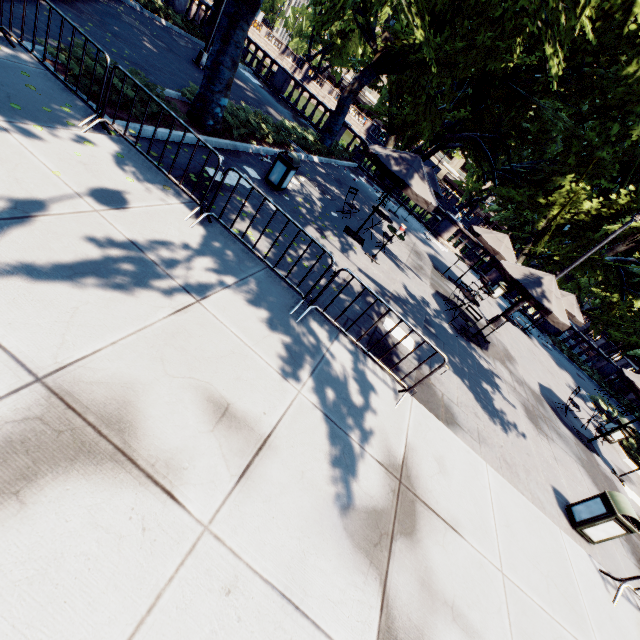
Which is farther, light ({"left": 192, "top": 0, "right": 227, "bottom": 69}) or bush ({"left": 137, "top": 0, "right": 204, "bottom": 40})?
bush ({"left": 137, "top": 0, "right": 204, "bottom": 40})

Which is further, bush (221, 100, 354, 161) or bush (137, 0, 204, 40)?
bush (137, 0, 204, 40)

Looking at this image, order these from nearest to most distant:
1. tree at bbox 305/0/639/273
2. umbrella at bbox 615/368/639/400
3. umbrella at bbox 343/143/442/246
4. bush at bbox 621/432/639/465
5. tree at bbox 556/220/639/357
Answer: umbrella at bbox 343/143/442/246
umbrella at bbox 615/368/639/400
tree at bbox 305/0/639/273
bush at bbox 621/432/639/465
tree at bbox 556/220/639/357

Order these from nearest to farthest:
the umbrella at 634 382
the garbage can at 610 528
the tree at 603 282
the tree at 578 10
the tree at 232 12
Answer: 1. the garbage can at 610 528
2. the tree at 232 12
3. the umbrella at 634 382
4. the tree at 578 10
5. the tree at 603 282

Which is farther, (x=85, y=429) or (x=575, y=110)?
(x=575, y=110)

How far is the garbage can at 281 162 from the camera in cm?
874

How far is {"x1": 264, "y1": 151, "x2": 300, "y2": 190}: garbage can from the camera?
8.74m

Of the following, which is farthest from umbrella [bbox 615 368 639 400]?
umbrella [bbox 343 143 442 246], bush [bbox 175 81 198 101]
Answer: bush [bbox 175 81 198 101]
